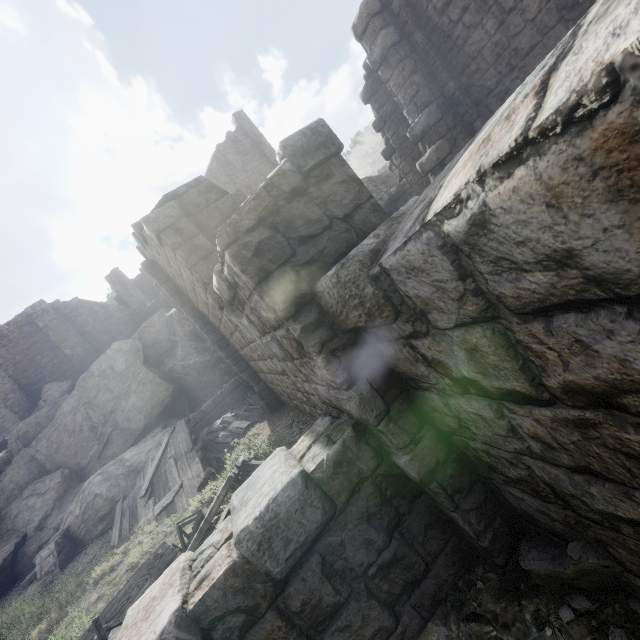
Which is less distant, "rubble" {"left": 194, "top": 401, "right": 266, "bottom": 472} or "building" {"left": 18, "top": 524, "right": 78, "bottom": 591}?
"rubble" {"left": 194, "top": 401, "right": 266, "bottom": 472}

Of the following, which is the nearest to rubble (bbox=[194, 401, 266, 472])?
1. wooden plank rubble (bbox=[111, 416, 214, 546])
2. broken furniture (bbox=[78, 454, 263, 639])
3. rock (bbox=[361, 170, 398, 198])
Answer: wooden plank rubble (bbox=[111, 416, 214, 546])

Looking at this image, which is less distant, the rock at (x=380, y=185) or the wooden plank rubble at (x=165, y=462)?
the wooden plank rubble at (x=165, y=462)

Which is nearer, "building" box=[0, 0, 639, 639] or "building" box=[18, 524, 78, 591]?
"building" box=[0, 0, 639, 639]

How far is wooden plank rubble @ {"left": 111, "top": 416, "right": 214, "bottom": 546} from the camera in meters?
9.0 m

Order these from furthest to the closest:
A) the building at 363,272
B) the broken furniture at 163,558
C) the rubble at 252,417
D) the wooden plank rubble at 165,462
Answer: the rubble at 252,417 < the wooden plank rubble at 165,462 < the broken furniture at 163,558 < the building at 363,272

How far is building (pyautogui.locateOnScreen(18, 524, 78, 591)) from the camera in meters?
11.2

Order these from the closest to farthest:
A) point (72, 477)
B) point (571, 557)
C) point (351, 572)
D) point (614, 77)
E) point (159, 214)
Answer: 1. point (614, 77)
2. point (571, 557)
3. point (351, 572)
4. point (159, 214)
5. point (72, 477)
